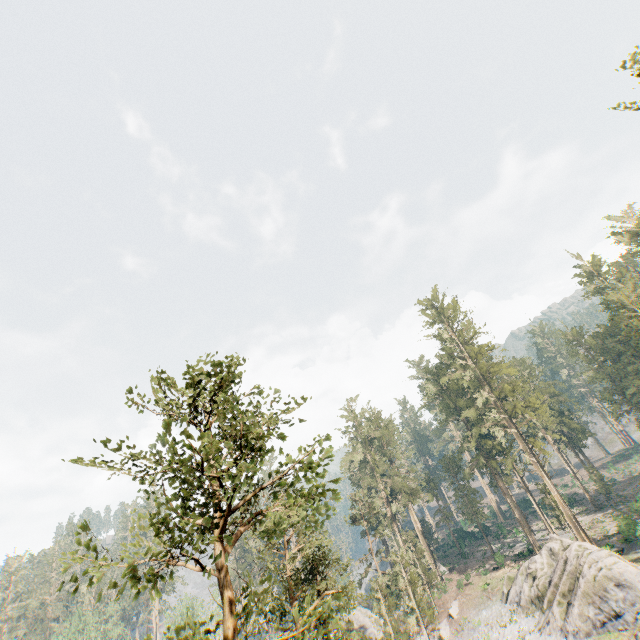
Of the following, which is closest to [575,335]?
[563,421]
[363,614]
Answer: [563,421]

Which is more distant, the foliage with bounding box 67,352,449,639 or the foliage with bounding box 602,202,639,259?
the foliage with bounding box 602,202,639,259

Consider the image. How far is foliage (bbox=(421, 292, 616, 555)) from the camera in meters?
44.6 m

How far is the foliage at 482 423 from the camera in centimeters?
4456cm

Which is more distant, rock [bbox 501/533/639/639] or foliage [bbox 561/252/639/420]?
foliage [bbox 561/252/639/420]

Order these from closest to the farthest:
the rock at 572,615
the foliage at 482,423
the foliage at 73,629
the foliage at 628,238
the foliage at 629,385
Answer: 1. the rock at 572,615
2. the foliage at 629,385
3. the foliage at 482,423
4. the foliage at 628,238
5. the foliage at 73,629

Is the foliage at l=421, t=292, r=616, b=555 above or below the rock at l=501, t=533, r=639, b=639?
above
